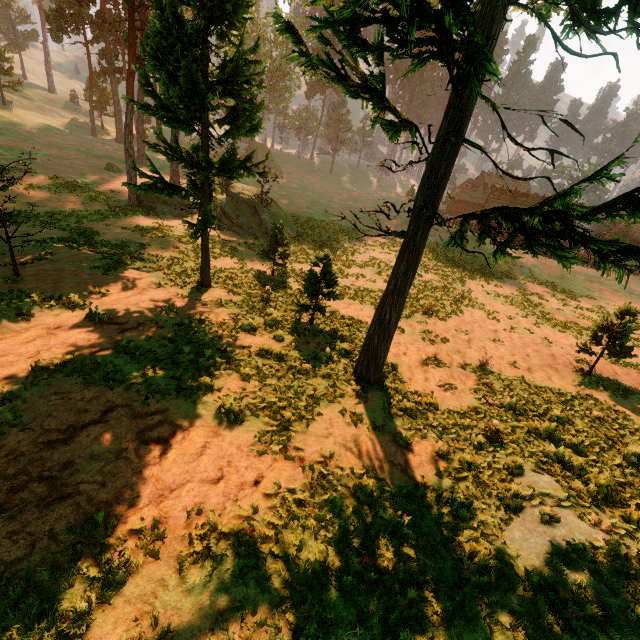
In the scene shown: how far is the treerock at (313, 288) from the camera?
13.33m

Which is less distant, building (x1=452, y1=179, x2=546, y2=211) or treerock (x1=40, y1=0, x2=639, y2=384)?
treerock (x1=40, y1=0, x2=639, y2=384)

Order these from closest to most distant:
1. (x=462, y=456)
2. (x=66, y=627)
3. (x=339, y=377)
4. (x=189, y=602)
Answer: Answer:
1. (x=66, y=627)
2. (x=189, y=602)
3. (x=462, y=456)
4. (x=339, y=377)

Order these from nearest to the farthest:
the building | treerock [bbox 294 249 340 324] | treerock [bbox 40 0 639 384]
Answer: treerock [bbox 40 0 639 384], treerock [bbox 294 249 340 324], the building

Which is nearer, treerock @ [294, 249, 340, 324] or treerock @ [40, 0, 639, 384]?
treerock @ [40, 0, 639, 384]

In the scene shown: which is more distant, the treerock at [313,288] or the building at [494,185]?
the building at [494,185]
